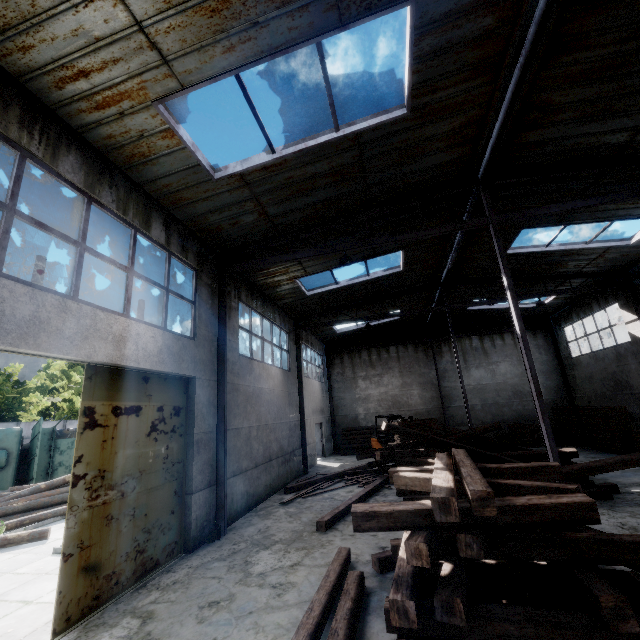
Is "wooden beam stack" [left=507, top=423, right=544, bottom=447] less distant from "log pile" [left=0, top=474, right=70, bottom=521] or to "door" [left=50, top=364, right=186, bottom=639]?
"door" [left=50, top=364, right=186, bottom=639]

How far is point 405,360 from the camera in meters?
23.8

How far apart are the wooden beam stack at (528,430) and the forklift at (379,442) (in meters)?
6.41

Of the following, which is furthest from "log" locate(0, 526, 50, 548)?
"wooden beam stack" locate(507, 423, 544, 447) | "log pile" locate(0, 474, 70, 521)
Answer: "wooden beam stack" locate(507, 423, 544, 447)

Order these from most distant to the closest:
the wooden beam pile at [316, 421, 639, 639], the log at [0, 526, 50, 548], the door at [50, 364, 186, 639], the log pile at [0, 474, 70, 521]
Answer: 1. the log pile at [0, 474, 70, 521]
2. the log at [0, 526, 50, 548]
3. the door at [50, 364, 186, 639]
4. the wooden beam pile at [316, 421, 639, 639]

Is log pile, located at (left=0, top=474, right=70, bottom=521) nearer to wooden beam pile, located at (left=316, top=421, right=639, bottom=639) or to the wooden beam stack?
wooden beam pile, located at (left=316, top=421, right=639, bottom=639)

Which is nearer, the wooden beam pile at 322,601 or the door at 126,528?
the wooden beam pile at 322,601

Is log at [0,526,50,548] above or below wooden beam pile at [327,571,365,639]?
below
